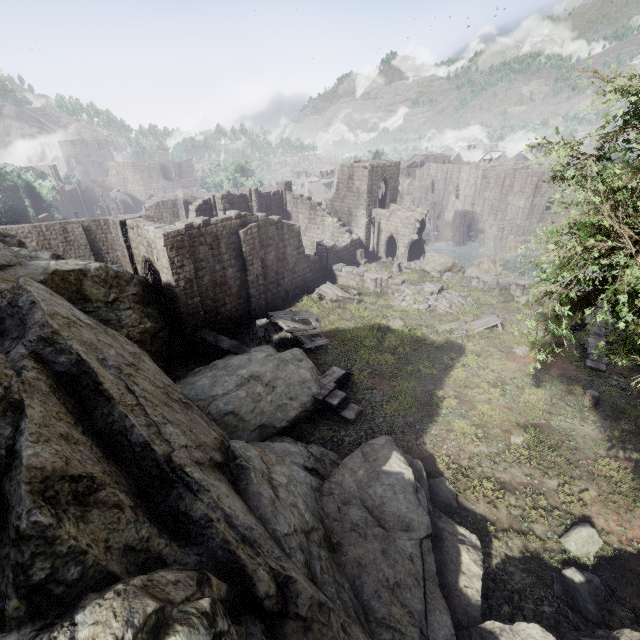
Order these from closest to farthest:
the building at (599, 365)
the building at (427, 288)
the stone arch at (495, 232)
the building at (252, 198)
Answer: the building at (599, 365) < the building at (252, 198) < the building at (427, 288) < the stone arch at (495, 232)

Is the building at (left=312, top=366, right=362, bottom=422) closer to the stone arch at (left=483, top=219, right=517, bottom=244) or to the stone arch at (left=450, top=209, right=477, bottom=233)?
the stone arch at (left=483, top=219, right=517, bottom=244)

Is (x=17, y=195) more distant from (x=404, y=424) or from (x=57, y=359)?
(x=404, y=424)

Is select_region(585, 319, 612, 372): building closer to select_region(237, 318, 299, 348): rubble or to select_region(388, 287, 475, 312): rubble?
select_region(388, 287, 475, 312): rubble

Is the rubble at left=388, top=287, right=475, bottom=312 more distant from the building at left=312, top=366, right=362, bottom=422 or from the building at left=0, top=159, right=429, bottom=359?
the building at left=312, top=366, right=362, bottom=422

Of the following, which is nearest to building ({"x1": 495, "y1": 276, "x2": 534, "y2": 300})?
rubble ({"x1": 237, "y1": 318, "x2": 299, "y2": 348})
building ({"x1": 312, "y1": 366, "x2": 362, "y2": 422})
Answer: building ({"x1": 312, "y1": 366, "x2": 362, "y2": 422})

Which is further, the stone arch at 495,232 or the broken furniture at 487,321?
the stone arch at 495,232

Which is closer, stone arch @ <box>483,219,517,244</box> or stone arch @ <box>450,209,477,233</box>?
stone arch @ <box>483,219,517,244</box>
